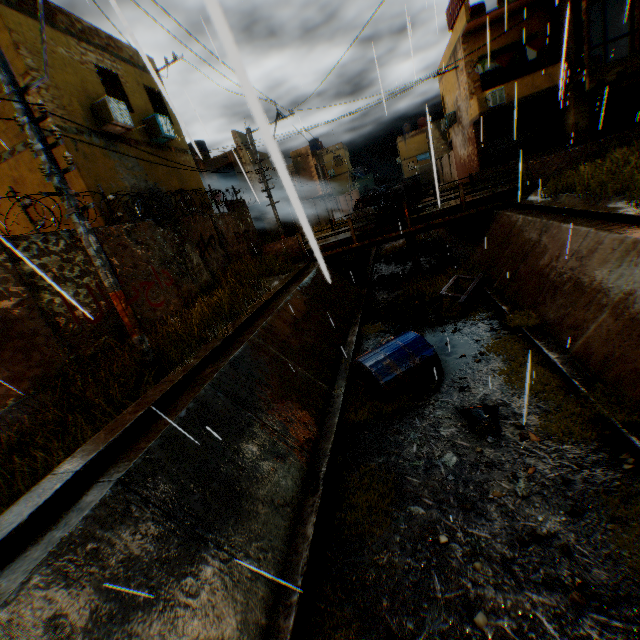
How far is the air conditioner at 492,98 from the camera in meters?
18.5

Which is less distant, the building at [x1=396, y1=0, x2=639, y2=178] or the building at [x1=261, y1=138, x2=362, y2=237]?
the building at [x1=396, y1=0, x2=639, y2=178]

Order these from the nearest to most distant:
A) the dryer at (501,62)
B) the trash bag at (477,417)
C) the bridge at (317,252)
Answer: the trash bag at (477,417) → the bridge at (317,252) → the dryer at (501,62)

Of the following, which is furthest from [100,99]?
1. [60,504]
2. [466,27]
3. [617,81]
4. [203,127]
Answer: [617,81]

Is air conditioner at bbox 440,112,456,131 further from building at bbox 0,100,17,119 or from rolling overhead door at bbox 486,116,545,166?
rolling overhead door at bbox 486,116,545,166

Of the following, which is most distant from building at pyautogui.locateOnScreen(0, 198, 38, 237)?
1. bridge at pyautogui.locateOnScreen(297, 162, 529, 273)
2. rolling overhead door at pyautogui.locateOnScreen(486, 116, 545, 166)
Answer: bridge at pyautogui.locateOnScreen(297, 162, 529, 273)

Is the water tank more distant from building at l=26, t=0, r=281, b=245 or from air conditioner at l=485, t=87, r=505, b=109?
air conditioner at l=485, t=87, r=505, b=109
